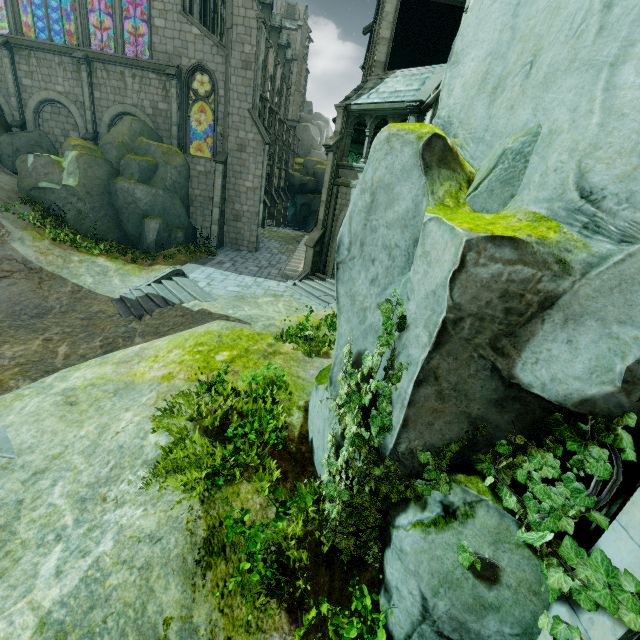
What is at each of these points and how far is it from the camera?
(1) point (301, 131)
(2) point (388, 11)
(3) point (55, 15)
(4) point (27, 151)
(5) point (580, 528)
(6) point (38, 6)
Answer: (1) rock, 59.6 meters
(2) stone column, 15.1 meters
(3) rock, 27.9 meters
(4) rock, 19.7 meters
(5) rock, 3.1 meters
(6) rock, 26.9 meters

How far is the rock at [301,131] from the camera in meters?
59.3

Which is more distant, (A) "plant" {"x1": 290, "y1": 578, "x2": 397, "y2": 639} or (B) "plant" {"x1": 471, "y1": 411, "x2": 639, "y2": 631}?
(A) "plant" {"x1": 290, "y1": 578, "x2": 397, "y2": 639}

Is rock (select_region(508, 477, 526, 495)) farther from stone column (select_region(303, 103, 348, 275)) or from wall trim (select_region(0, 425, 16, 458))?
stone column (select_region(303, 103, 348, 275))

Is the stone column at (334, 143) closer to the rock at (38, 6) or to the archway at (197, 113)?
the archway at (197, 113)

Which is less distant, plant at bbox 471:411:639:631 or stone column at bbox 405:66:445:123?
plant at bbox 471:411:639:631

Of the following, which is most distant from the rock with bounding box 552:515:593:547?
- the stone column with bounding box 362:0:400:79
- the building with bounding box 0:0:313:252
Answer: the building with bounding box 0:0:313:252

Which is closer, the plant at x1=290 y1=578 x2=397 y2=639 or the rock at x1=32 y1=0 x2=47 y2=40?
the plant at x1=290 y1=578 x2=397 y2=639
